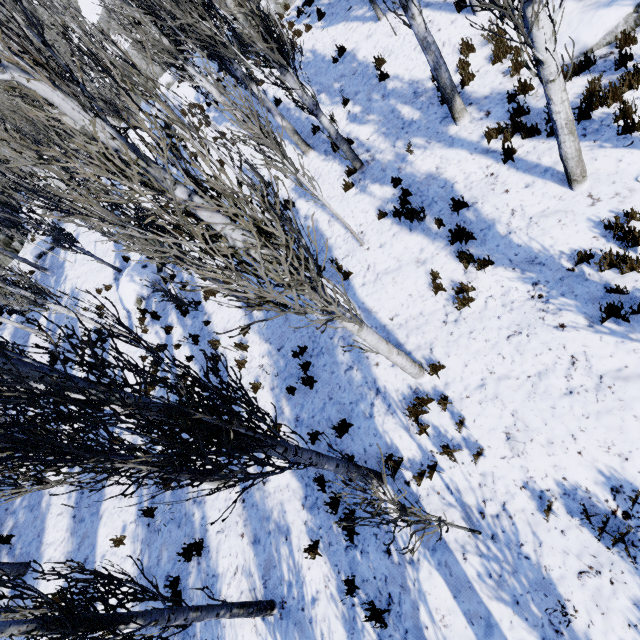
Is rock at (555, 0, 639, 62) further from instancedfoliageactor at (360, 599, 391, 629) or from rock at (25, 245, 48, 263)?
rock at (25, 245, 48, 263)

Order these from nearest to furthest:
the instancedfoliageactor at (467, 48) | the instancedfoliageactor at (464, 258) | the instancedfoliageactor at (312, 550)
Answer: the instancedfoliageactor at (312, 550) → the instancedfoliageactor at (464, 258) → the instancedfoliageactor at (467, 48)

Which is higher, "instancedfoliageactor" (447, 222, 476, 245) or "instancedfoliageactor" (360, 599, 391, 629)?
"instancedfoliageactor" (447, 222, 476, 245)

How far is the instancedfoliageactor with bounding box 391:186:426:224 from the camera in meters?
6.9 m

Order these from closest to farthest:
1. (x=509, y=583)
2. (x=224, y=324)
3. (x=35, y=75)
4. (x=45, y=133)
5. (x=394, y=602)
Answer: (x=35, y=75) → (x=509, y=583) → (x=394, y=602) → (x=45, y=133) → (x=224, y=324)

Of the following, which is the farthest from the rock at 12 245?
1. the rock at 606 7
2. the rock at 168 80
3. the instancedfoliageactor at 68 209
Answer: the rock at 606 7

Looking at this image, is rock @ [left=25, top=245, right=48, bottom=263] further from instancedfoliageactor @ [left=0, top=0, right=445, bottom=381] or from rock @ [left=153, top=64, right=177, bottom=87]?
rock @ [left=153, top=64, right=177, bottom=87]
